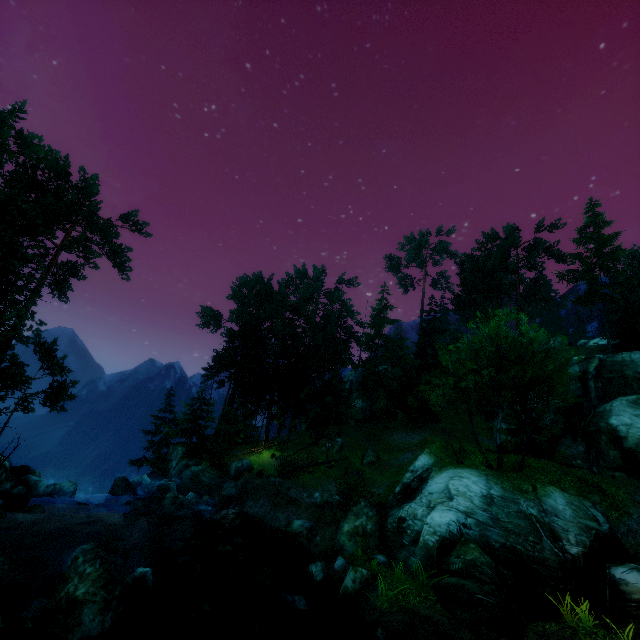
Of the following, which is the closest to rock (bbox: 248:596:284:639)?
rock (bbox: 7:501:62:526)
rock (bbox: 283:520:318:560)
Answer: rock (bbox: 283:520:318:560)

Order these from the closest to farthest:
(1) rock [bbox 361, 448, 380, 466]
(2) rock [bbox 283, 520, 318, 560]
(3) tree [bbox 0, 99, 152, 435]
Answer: (2) rock [bbox 283, 520, 318, 560], (3) tree [bbox 0, 99, 152, 435], (1) rock [bbox 361, 448, 380, 466]

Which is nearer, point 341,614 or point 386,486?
point 341,614

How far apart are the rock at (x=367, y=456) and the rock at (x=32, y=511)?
23.00m

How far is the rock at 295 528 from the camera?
17.74m

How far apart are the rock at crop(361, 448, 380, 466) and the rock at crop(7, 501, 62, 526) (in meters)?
23.00

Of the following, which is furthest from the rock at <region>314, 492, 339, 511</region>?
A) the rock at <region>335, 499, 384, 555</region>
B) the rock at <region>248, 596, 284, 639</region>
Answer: the rock at <region>248, 596, 284, 639</region>

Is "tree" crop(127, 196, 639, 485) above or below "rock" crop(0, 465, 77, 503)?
above
